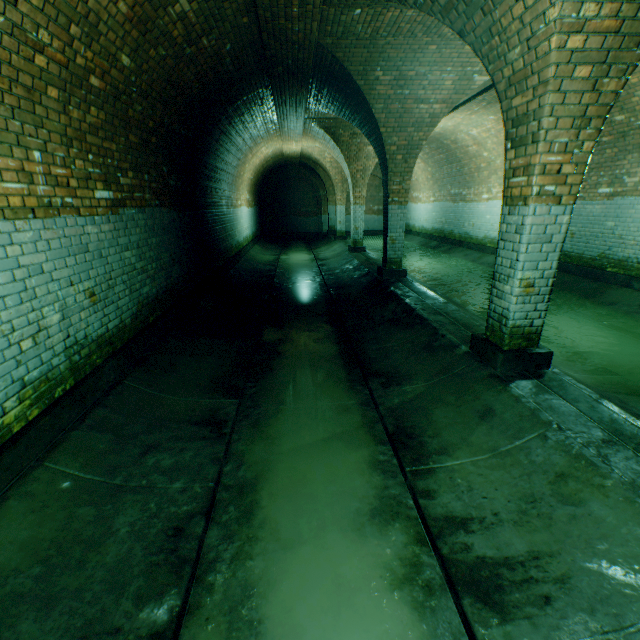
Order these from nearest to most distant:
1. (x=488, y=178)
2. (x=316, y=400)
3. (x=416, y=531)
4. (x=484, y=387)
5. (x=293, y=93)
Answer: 1. (x=416, y=531)
2. (x=484, y=387)
3. (x=316, y=400)
4. (x=293, y=93)
5. (x=488, y=178)
